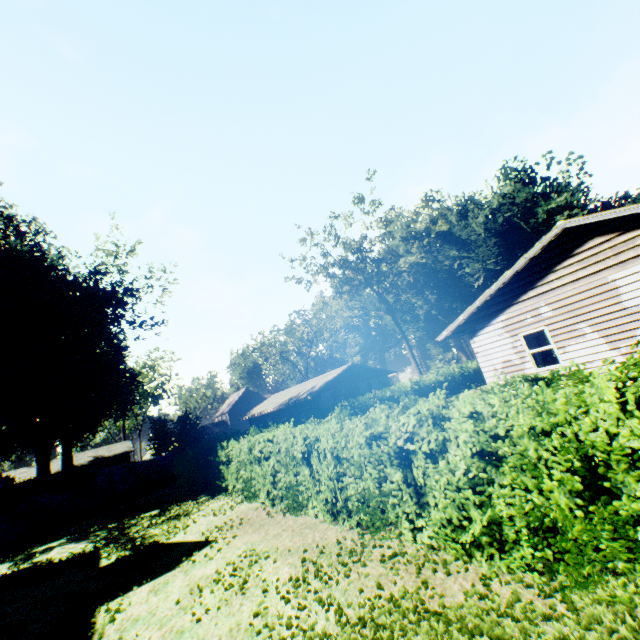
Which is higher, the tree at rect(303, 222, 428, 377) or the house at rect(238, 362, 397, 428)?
the tree at rect(303, 222, 428, 377)

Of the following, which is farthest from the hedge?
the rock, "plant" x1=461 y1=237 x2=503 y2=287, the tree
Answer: "plant" x1=461 y1=237 x2=503 y2=287

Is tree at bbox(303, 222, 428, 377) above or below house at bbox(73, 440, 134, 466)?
above

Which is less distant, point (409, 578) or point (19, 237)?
point (409, 578)

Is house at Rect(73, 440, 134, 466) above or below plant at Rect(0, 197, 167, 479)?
below

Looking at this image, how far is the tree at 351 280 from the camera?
36.91m

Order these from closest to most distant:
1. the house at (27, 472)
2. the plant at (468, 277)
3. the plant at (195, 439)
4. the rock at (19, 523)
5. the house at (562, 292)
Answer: the house at (562, 292), the rock at (19, 523), the plant at (195, 439), the house at (27, 472), the plant at (468, 277)

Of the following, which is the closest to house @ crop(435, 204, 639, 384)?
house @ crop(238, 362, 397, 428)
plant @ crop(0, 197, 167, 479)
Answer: house @ crop(238, 362, 397, 428)
